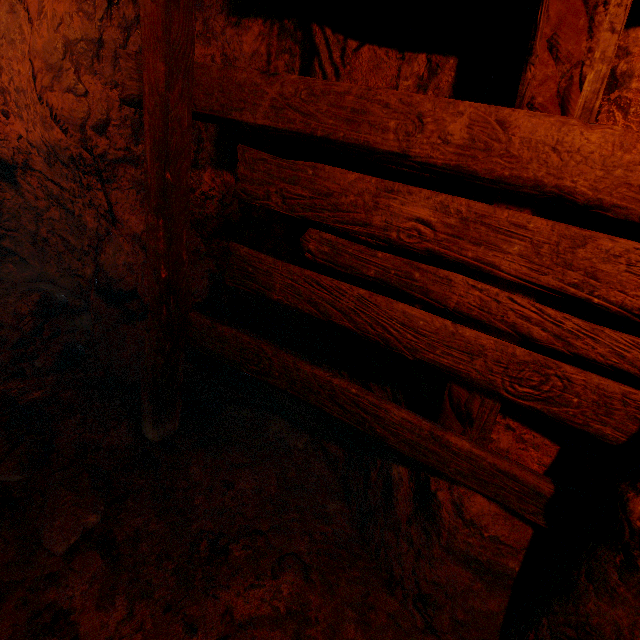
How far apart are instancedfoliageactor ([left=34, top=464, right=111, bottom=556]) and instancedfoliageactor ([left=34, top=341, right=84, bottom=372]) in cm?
45

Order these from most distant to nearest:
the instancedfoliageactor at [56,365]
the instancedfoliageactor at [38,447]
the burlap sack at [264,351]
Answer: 1. the instancedfoliageactor at [56,365]
2. the instancedfoliageactor at [38,447]
3. the burlap sack at [264,351]

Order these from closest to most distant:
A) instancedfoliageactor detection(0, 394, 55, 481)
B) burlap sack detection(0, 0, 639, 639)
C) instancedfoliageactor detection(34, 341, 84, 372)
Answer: burlap sack detection(0, 0, 639, 639) < instancedfoliageactor detection(0, 394, 55, 481) < instancedfoliageactor detection(34, 341, 84, 372)

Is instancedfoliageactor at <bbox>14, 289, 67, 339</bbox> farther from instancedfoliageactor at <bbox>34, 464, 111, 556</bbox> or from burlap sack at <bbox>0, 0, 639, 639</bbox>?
instancedfoliageactor at <bbox>34, 464, 111, 556</bbox>

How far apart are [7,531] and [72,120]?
2.8m

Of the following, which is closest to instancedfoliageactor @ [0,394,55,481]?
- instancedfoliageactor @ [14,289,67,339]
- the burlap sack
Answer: the burlap sack

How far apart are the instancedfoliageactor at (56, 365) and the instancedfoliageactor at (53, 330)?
0.17m
